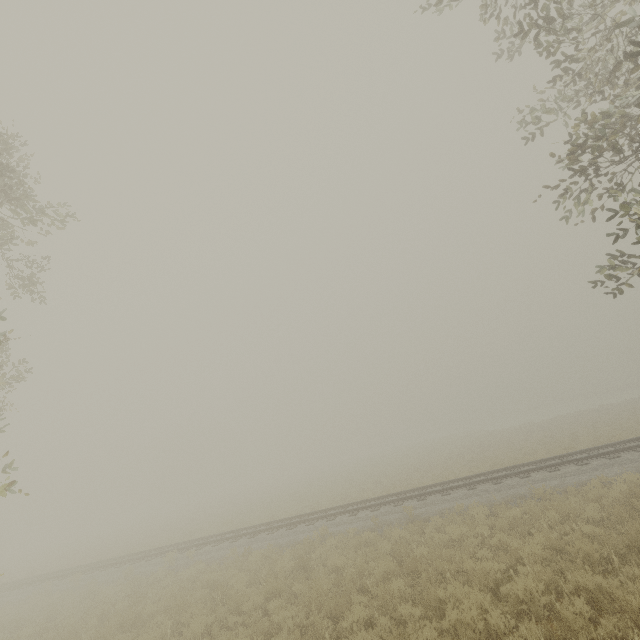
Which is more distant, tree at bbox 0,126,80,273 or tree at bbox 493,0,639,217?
tree at bbox 0,126,80,273

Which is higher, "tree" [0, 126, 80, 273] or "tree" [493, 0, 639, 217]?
"tree" [0, 126, 80, 273]

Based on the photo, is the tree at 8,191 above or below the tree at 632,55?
above

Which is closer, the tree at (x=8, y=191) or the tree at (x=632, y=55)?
the tree at (x=632, y=55)

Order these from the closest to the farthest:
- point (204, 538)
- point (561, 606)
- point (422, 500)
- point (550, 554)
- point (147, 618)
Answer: point (561, 606), point (550, 554), point (147, 618), point (422, 500), point (204, 538)
